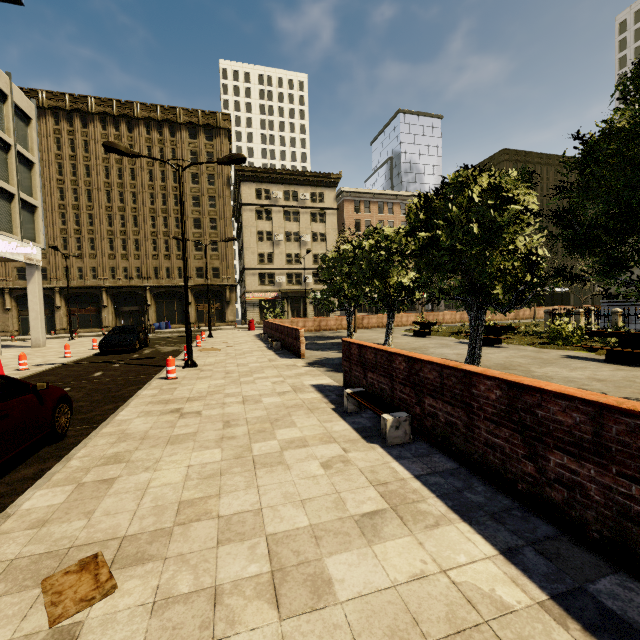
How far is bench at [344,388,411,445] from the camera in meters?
4.7

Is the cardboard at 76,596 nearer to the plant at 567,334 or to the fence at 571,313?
the plant at 567,334

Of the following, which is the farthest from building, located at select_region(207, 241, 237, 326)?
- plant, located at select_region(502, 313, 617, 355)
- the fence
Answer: the fence

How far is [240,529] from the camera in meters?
3.0

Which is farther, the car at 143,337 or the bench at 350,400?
the car at 143,337

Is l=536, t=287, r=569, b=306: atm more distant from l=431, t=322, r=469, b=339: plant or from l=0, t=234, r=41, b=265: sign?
l=0, t=234, r=41, b=265: sign

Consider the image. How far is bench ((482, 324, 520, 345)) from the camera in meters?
14.2

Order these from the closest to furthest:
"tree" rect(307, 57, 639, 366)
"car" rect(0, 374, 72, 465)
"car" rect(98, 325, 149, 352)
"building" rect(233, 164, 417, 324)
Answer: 1. "car" rect(0, 374, 72, 465)
2. "tree" rect(307, 57, 639, 366)
3. "car" rect(98, 325, 149, 352)
4. "building" rect(233, 164, 417, 324)
